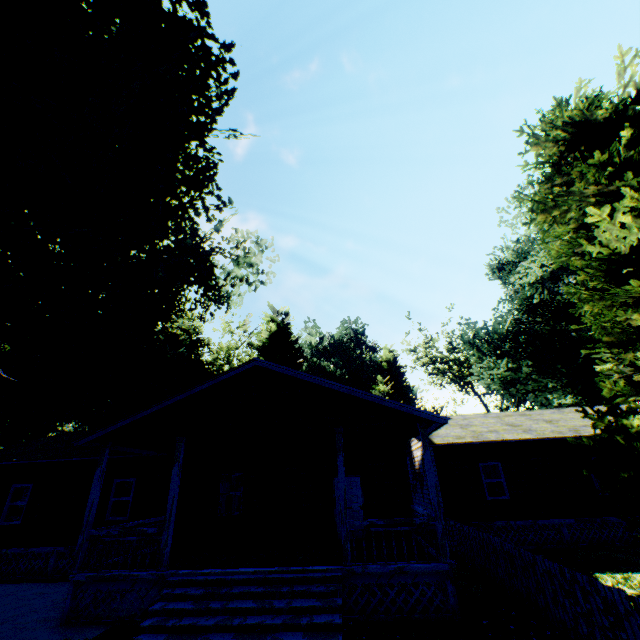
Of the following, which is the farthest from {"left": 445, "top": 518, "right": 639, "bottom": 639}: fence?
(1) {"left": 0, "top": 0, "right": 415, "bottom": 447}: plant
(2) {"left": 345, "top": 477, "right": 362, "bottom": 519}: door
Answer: (2) {"left": 345, "top": 477, "right": 362, "bottom": 519}: door

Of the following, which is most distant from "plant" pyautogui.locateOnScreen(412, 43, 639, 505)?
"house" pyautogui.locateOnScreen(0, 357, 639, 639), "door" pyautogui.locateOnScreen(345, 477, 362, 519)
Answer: "door" pyautogui.locateOnScreen(345, 477, 362, 519)

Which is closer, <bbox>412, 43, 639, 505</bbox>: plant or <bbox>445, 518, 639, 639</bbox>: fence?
<bbox>445, 518, 639, 639</bbox>: fence

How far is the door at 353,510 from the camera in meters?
12.9

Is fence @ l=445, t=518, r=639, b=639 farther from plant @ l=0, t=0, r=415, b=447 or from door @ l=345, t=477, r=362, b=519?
door @ l=345, t=477, r=362, b=519

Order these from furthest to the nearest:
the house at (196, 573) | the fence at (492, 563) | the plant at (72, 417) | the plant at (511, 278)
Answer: the plant at (72, 417), the house at (196, 573), the plant at (511, 278), the fence at (492, 563)

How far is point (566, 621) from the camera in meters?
6.5 m
